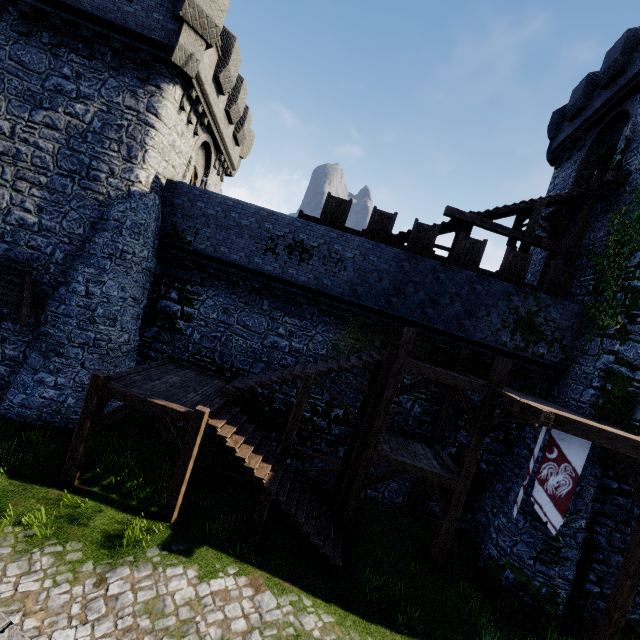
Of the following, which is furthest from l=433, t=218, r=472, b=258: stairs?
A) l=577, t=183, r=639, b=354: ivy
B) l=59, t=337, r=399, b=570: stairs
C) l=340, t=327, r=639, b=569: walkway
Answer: l=59, t=337, r=399, b=570: stairs

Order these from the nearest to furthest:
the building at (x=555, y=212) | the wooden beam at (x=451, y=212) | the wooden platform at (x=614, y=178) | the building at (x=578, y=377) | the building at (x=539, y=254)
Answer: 1. the building at (x=578, y=377)
2. the wooden platform at (x=614, y=178)
3. the wooden beam at (x=451, y=212)
4. the building at (x=555, y=212)
5. the building at (x=539, y=254)

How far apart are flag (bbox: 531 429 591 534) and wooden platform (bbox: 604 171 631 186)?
10.6 meters

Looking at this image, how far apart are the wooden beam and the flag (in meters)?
8.79

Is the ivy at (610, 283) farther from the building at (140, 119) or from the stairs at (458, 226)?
the building at (140, 119)

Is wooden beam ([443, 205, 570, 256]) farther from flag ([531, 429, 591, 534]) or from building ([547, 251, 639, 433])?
flag ([531, 429, 591, 534])

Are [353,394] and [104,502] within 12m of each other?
yes

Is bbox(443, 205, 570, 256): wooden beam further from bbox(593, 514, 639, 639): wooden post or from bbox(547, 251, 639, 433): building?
bbox(593, 514, 639, 639): wooden post
